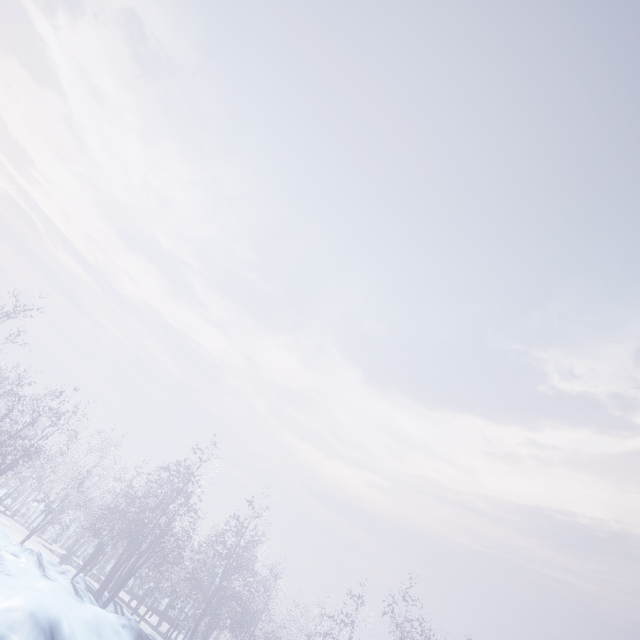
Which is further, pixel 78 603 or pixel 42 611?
pixel 78 603
